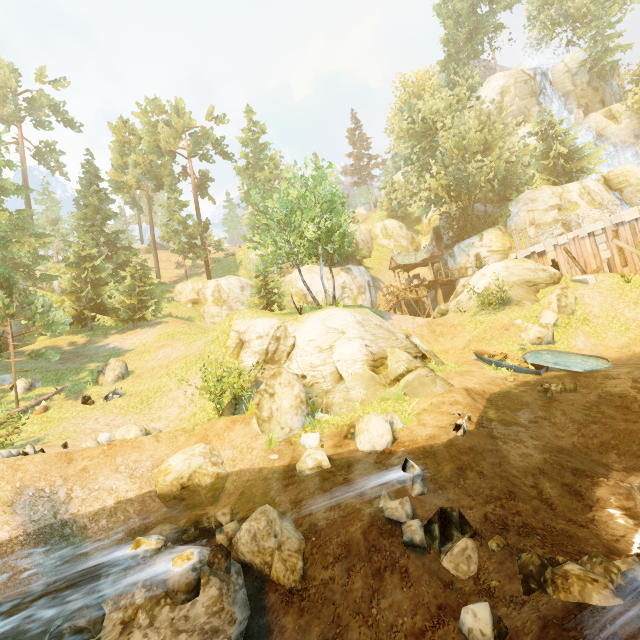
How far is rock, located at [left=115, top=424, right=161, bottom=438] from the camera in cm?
1303

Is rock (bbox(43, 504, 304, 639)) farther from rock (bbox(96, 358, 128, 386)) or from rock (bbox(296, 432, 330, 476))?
rock (bbox(96, 358, 128, 386))

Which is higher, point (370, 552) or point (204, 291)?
point (204, 291)

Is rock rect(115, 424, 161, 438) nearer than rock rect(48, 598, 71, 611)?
No

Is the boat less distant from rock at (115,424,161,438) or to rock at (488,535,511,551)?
rock at (488,535,511,551)

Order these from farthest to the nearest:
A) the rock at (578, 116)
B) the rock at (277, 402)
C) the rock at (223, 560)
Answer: the rock at (578, 116) → the rock at (277, 402) → the rock at (223, 560)

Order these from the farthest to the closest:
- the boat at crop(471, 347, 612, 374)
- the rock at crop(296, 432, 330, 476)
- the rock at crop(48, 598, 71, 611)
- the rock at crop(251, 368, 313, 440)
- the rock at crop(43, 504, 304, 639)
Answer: the boat at crop(471, 347, 612, 374) < the rock at crop(251, 368, 313, 440) < the rock at crop(296, 432, 330, 476) < the rock at crop(48, 598, 71, 611) < the rock at crop(43, 504, 304, 639)

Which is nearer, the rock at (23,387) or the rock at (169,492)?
the rock at (169,492)
